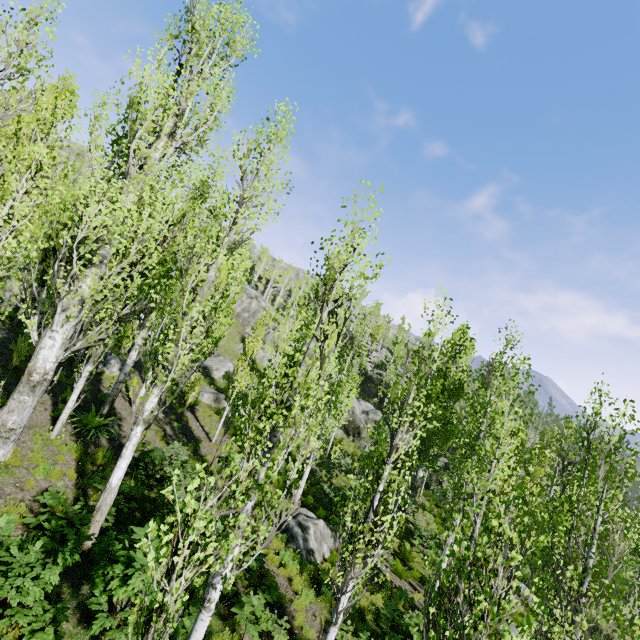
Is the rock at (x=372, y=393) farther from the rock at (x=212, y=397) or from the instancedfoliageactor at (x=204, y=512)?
the rock at (x=212, y=397)

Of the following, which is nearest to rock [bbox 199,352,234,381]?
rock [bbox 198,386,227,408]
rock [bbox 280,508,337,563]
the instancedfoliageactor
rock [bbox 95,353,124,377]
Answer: the instancedfoliageactor

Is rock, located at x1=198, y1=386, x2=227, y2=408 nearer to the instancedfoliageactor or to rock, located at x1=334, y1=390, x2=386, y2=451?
the instancedfoliageactor

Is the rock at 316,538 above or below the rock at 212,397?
below

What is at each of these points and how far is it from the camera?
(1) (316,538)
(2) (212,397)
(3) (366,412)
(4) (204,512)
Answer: (1) rock, 12.7 meters
(2) rock, 23.6 meters
(3) rock, 36.7 meters
(4) instancedfoliageactor, 8.9 meters

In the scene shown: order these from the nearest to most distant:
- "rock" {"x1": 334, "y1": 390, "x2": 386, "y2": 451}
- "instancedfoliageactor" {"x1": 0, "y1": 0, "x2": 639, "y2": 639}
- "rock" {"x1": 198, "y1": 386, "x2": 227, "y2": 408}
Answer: "instancedfoliageactor" {"x1": 0, "y1": 0, "x2": 639, "y2": 639} → "rock" {"x1": 198, "y1": 386, "x2": 227, "y2": 408} → "rock" {"x1": 334, "y1": 390, "x2": 386, "y2": 451}

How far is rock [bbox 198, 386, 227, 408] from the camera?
23.28m
